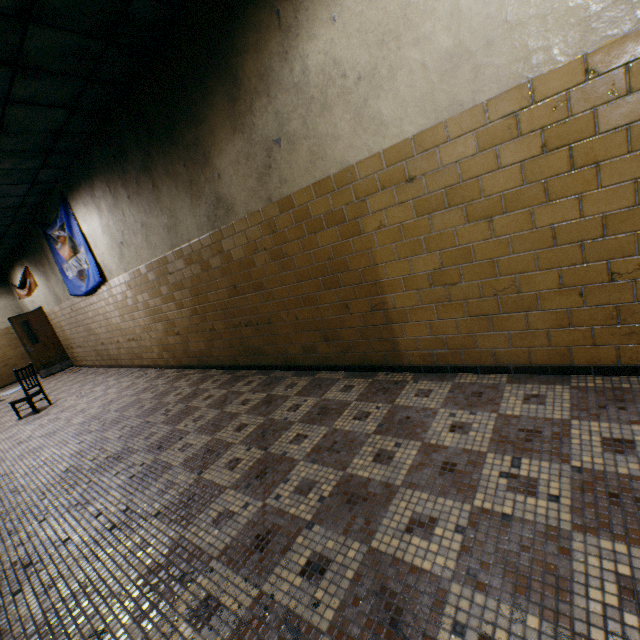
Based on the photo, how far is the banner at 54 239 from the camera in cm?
642

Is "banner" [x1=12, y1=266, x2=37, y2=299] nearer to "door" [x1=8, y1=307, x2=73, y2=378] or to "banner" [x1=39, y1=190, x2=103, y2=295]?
"door" [x1=8, y1=307, x2=73, y2=378]

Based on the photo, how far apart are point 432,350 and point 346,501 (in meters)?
1.58

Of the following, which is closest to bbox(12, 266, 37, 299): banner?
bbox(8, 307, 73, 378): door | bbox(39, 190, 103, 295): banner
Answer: bbox(8, 307, 73, 378): door

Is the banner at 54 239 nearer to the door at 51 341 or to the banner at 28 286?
the banner at 28 286

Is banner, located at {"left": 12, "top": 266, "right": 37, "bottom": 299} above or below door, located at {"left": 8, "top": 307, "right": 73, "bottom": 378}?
above
